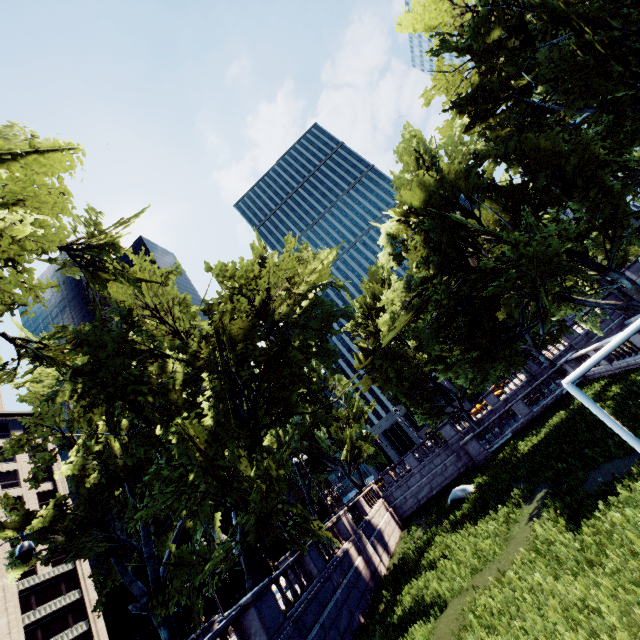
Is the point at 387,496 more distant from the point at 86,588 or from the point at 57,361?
the point at 86,588

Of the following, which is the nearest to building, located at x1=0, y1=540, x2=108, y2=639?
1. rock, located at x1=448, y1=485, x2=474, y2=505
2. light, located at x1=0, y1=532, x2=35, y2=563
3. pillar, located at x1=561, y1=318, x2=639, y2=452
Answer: light, located at x1=0, y1=532, x2=35, y2=563

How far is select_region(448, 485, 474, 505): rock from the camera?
20.9m

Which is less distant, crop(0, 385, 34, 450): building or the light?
the light

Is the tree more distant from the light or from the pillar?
the pillar

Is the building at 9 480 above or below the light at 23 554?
above

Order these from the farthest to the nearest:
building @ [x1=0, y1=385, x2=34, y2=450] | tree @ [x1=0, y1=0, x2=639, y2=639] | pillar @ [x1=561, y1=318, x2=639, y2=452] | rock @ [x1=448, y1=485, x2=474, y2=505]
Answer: building @ [x1=0, y1=385, x2=34, y2=450]
rock @ [x1=448, y1=485, x2=474, y2=505]
tree @ [x1=0, y1=0, x2=639, y2=639]
pillar @ [x1=561, y1=318, x2=639, y2=452]

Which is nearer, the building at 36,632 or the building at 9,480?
the building at 36,632
